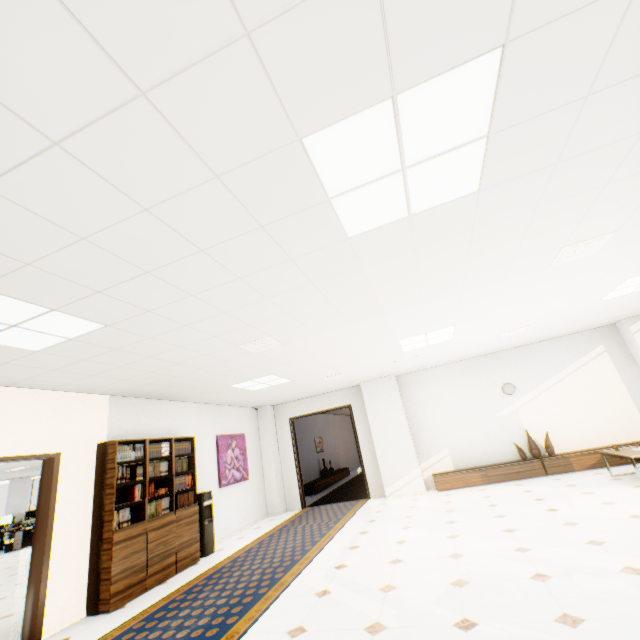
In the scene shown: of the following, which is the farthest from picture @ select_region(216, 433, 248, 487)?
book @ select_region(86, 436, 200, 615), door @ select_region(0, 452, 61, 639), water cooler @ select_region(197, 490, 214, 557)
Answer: door @ select_region(0, 452, 61, 639)

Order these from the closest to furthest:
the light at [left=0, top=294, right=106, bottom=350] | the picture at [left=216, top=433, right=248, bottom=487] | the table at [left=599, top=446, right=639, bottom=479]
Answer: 1. the light at [left=0, top=294, right=106, bottom=350]
2. the table at [left=599, top=446, right=639, bottom=479]
3. the picture at [left=216, top=433, right=248, bottom=487]

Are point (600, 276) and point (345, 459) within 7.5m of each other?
no

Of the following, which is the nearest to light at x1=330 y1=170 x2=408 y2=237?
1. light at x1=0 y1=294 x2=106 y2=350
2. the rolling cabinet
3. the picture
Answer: light at x1=0 y1=294 x2=106 y2=350

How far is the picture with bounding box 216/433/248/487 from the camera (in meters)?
7.68

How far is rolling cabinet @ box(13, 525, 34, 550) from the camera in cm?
1212

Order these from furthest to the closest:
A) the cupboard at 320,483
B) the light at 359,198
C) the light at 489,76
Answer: the cupboard at 320,483
the light at 359,198
the light at 489,76

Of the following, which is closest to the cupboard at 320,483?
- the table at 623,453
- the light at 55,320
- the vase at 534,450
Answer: the vase at 534,450
